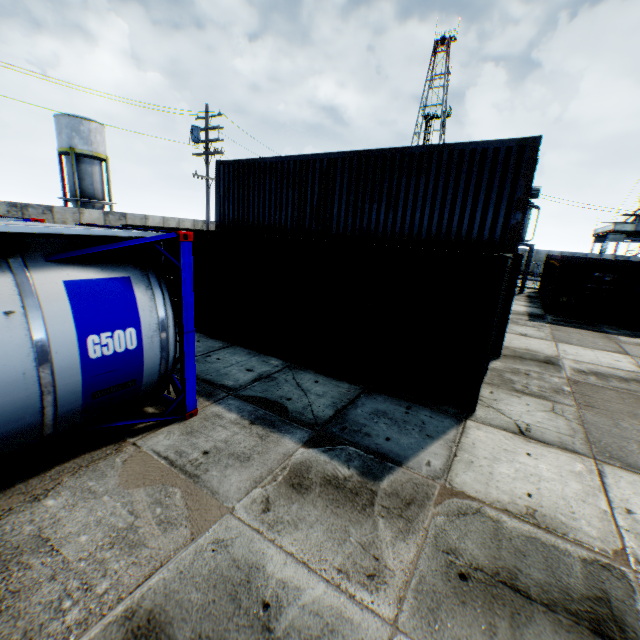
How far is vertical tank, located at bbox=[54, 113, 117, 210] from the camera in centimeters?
3092cm

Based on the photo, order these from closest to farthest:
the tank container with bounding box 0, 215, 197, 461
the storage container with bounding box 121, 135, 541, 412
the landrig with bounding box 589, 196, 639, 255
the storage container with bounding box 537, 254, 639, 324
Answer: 1. the tank container with bounding box 0, 215, 197, 461
2. the storage container with bounding box 121, 135, 541, 412
3. the storage container with bounding box 537, 254, 639, 324
4. the landrig with bounding box 589, 196, 639, 255

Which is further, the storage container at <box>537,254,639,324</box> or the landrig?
the landrig

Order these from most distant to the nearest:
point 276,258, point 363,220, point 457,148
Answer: point 363,220 < point 457,148 < point 276,258

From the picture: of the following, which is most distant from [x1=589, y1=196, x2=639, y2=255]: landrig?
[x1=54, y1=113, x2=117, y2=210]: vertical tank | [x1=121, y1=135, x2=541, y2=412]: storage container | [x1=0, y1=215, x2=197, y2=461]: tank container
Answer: [x1=54, y1=113, x2=117, y2=210]: vertical tank

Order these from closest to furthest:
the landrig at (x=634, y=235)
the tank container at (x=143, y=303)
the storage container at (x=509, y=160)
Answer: the tank container at (x=143, y=303)
the storage container at (x=509, y=160)
the landrig at (x=634, y=235)

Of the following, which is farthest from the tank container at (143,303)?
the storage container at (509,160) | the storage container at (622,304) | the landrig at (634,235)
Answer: the landrig at (634,235)

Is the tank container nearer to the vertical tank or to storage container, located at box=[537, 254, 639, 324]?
storage container, located at box=[537, 254, 639, 324]
